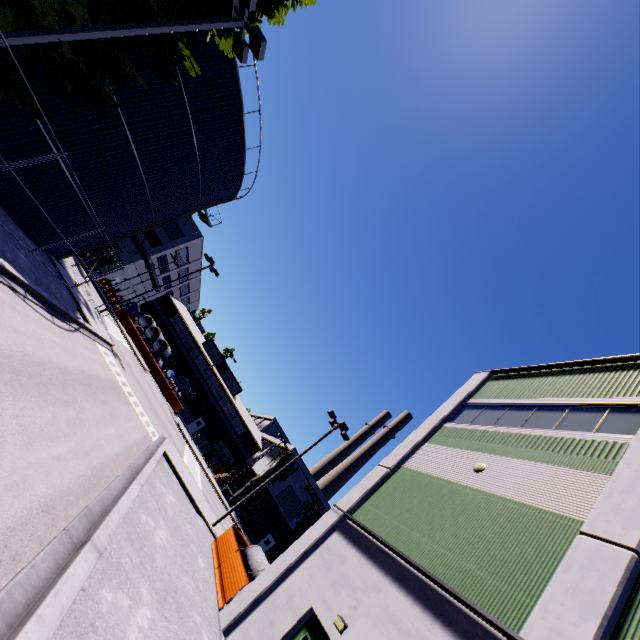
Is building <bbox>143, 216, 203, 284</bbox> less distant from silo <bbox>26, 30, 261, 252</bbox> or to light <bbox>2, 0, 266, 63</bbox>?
silo <bbox>26, 30, 261, 252</bbox>

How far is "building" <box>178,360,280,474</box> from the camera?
50.3m

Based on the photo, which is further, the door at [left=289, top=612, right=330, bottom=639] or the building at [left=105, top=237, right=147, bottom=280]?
the building at [left=105, top=237, right=147, bottom=280]

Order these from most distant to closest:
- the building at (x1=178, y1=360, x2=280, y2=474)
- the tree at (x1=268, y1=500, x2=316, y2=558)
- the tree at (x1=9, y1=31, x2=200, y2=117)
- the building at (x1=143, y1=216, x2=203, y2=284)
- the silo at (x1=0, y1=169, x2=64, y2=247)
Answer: the building at (x1=178, y1=360, x2=280, y2=474)
the building at (x1=143, y1=216, x2=203, y2=284)
the tree at (x1=268, y1=500, x2=316, y2=558)
the silo at (x1=0, y1=169, x2=64, y2=247)
the tree at (x1=9, y1=31, x2=200, y2=117)

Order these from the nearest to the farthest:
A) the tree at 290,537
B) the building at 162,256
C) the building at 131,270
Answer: the tree at 290,537 → the building at 131,270 → the building at 162,256

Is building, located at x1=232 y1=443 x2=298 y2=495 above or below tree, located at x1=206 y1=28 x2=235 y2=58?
below

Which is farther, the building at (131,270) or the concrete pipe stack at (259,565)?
the building at (131,270)

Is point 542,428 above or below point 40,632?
above
